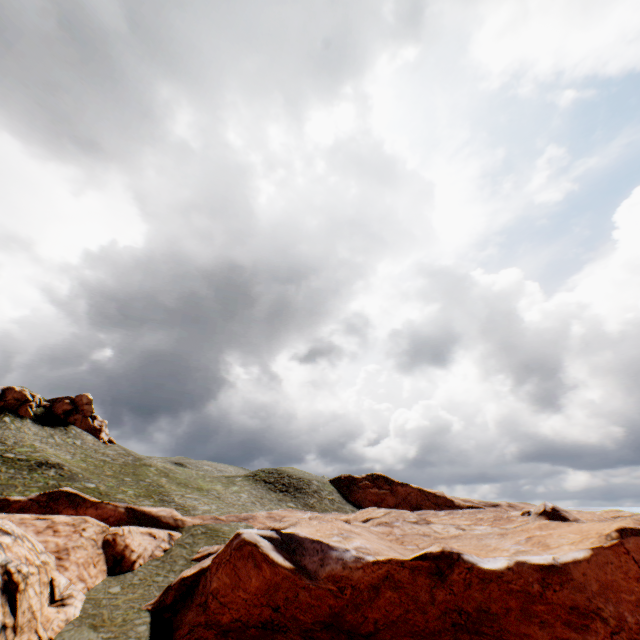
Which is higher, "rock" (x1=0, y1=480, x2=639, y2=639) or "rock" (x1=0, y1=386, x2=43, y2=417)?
"rock" (x1=0, y1=386, x2=43, y2=417)

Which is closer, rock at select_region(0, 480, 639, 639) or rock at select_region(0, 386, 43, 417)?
rock at select_region(0, 480, 639, 639)

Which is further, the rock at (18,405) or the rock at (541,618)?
the rock at (18,405)

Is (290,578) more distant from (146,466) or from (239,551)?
(146,466)

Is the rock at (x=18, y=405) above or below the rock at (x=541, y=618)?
above
